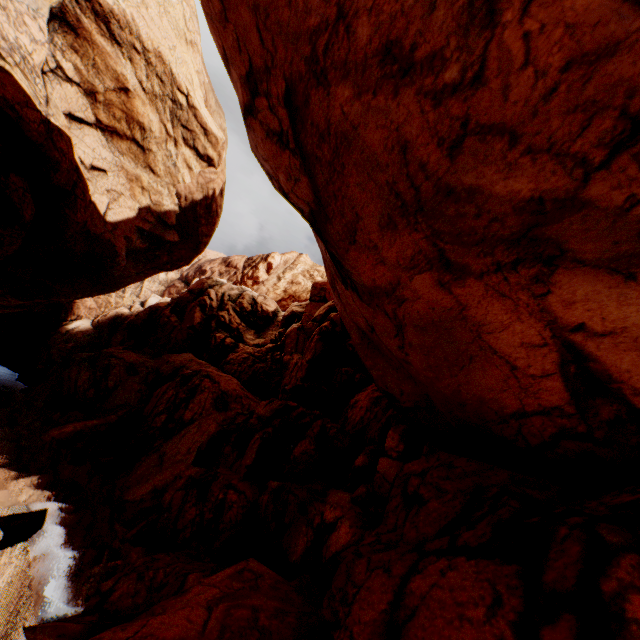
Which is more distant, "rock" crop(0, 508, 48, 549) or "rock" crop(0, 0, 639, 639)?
"rock" crop(0, 508, 48, 549)

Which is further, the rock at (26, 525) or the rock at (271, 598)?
the rock at (26, 525)

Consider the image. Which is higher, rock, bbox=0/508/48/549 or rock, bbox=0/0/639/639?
rock, bbox=0/0/639/639

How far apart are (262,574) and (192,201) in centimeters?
2201cm

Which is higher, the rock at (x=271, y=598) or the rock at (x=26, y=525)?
the rock at (x=271, y=598)
